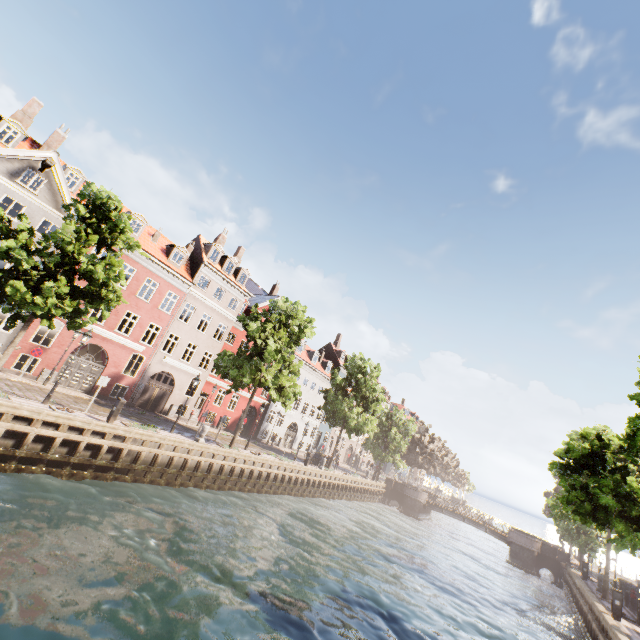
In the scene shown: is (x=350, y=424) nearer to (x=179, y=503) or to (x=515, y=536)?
(x=179, y=503)

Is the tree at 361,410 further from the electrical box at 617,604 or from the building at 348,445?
the electrical box at 617,604

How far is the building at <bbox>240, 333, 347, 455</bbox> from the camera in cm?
3767

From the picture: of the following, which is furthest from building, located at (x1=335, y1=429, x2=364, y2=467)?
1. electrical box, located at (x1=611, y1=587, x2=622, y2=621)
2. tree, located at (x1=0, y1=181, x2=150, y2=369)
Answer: electrical box, located at (x1=611, y1=587, x2=622, y2=621)

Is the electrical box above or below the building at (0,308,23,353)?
below

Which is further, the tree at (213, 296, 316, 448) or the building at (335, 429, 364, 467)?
the building at (335, 429, 364, 467)

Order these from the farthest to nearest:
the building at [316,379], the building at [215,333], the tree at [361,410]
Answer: the building at [316,379], the tree at [361,410], the building at [215,333]

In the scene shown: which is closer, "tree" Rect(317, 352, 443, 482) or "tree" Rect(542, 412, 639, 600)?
"tree" Rect(542, 412, 639, 600)
